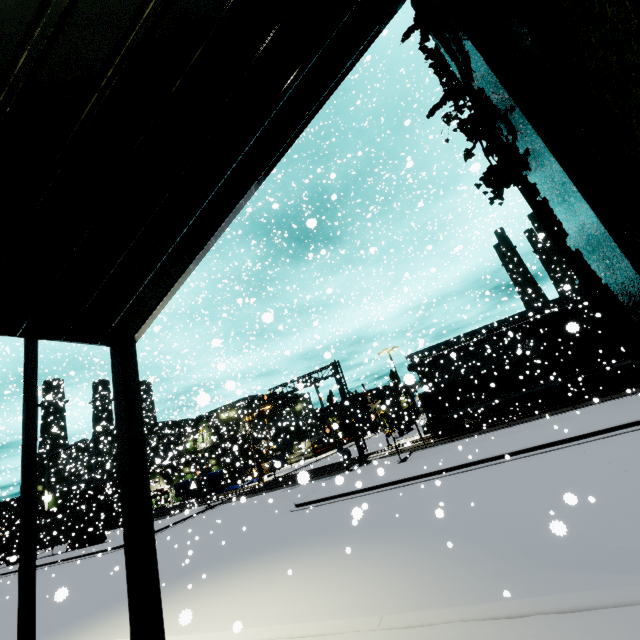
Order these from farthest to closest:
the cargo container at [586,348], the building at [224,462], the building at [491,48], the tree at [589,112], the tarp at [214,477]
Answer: the tarp at [214,477]
the building at [224,462]
the cargo container at [586,348]
the building at [491,48]
the tree at [589,112]

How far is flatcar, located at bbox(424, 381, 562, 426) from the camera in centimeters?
2625cm

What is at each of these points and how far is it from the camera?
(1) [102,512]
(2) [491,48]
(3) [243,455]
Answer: (1) semi trailer door, 34.1m
(2) building, 2.8m
(3) building, 56.9m

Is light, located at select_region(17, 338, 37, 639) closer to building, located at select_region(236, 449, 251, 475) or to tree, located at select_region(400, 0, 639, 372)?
building, located at select_region(236, 449, 251, 475)

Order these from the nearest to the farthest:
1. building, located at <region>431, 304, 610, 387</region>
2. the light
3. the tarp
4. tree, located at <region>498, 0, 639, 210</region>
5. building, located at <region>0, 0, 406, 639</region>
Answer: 1. tree, located at <region>498, 0, 639, 210</region>
2. building, located at <region>0, 0, 406, 639</region>
3. the light
4. building, located at <region>431, 304, 610, 387</region>
5. the tarp

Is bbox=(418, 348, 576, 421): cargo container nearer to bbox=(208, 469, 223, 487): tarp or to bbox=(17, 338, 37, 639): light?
bbox=(208, 469, 223, 487): tarp

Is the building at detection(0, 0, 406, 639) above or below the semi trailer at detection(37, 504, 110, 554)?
above

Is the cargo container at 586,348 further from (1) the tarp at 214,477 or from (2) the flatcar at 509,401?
(1) the tarp at 214,477
